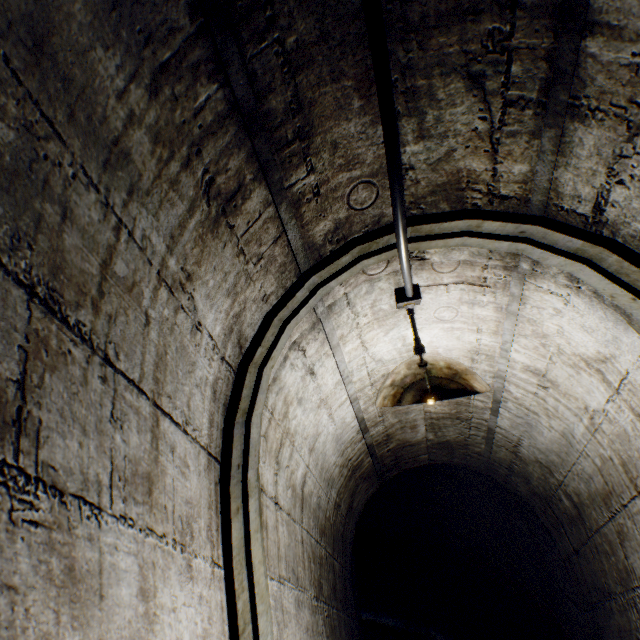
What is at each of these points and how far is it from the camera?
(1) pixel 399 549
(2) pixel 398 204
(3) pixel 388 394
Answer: (1) building tunnel, 5.3m
(2) wire, 0.9m
(3) ceiling light, 1.3m

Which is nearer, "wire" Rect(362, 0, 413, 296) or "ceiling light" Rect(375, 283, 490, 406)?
"wire" Rect(362, 0, 413, 296)

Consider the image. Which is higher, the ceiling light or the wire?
the wire

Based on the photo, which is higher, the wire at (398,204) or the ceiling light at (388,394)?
the wire at (398,204)

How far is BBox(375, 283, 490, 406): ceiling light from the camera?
1.20m

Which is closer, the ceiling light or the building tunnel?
the building tunnel

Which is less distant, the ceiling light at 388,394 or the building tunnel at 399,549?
the building tunnel at 399,549
